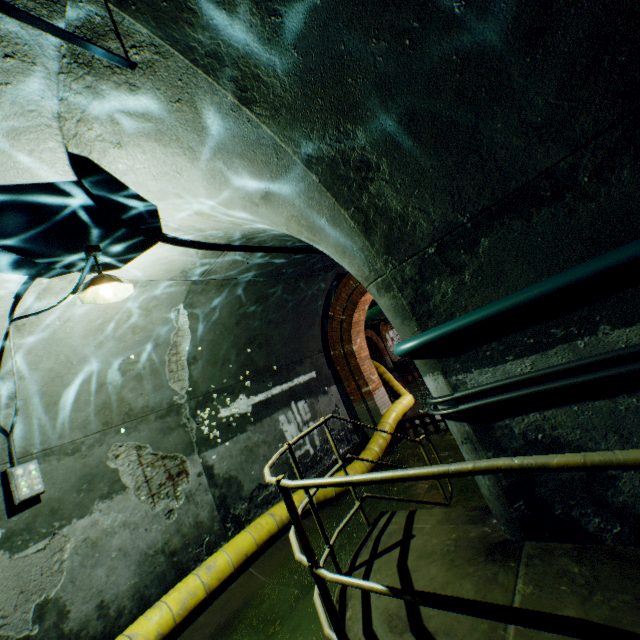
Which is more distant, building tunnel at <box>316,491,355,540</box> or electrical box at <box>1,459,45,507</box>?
building tunnel at <box>316,491,355,540</box>

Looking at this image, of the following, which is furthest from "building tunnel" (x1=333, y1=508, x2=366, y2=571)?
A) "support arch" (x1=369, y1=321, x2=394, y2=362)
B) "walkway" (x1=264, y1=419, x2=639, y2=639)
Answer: "support arch" (x1=369, y1=321, x2=394, y2=362)

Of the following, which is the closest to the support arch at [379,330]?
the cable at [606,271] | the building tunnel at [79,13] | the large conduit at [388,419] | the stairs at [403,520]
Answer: the large conduit at [388,419]

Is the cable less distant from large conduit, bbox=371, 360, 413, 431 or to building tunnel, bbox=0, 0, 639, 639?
building tunnel, bbox=0, 0, 639, 639

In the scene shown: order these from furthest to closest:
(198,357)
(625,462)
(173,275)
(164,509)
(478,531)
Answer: (198,357)
(164,509)
(173,275)
(478,531)
(625,462)

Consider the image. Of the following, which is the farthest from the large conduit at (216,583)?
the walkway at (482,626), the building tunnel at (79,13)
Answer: the walkway at (482,626)

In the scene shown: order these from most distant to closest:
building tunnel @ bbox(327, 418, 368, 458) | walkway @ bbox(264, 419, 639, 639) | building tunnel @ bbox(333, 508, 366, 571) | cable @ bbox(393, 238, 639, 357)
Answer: building tunnel @ bbox(327, 418, 368, 458) → building tunnel @ bbox(333, 508, 366, 571) → cable @ bbox(393, 238, 639, 357) → walkway @ bbox(264, 419, 639, 639)

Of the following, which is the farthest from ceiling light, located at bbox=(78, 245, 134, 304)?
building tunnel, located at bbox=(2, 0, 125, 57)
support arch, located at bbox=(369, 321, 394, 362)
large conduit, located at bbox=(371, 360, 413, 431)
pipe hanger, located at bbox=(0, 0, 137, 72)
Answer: support arch, located at bbox=(369, 321, 394, 362)
